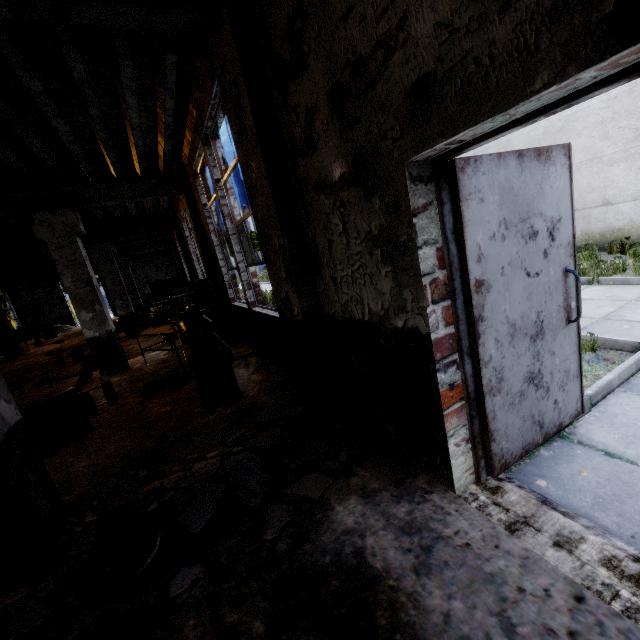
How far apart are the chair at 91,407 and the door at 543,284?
5.6 meters

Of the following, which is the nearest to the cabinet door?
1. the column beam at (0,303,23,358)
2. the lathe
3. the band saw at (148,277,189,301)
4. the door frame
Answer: the lathe

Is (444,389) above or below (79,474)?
above

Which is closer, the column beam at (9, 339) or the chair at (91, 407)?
the chair at (91, 407)

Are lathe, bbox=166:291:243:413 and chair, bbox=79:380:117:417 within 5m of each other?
yes

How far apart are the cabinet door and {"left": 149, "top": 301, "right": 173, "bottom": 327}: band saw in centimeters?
578cm

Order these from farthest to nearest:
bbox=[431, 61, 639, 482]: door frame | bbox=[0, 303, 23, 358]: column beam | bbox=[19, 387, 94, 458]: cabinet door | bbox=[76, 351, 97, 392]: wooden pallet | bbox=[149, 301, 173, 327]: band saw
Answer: bbox=[0, 303, 23, 358]: column beam
bbox=[149, 301, 173, 327]: band saw
bbox=[76, 351, 97, 392]: wooden pallet
bbox=[19, 387, 94, 458]: cabinet door
bbox=[431, 61, 639, 482]: door frame

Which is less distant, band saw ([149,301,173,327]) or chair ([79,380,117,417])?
chair ([79,380,117,417])
